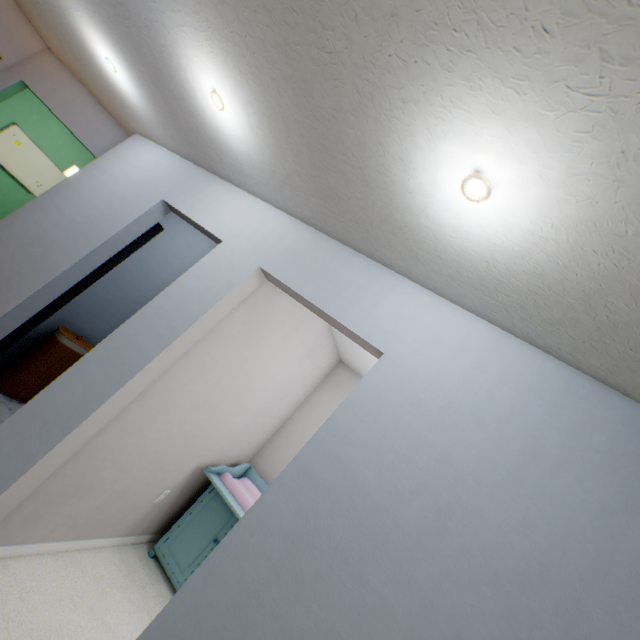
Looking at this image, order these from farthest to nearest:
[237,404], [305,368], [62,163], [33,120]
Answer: [62,163] < [33,120] < [305,368] < [237,404]

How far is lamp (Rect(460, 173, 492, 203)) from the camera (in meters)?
0.95

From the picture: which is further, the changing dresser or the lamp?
the changing dresser

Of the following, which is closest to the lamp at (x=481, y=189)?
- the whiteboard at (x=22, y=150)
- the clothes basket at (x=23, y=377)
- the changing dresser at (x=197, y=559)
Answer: the changing dresser at (x=197, y=559)

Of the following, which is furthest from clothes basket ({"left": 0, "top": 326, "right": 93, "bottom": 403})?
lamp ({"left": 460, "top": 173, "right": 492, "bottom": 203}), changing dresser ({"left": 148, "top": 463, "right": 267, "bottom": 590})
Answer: lamp ({"left": 460, "top": 173, "right": 492, "bottom": 203})

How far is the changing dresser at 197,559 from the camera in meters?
2.6

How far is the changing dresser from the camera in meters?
2.6

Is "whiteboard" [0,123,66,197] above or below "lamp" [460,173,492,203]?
below
